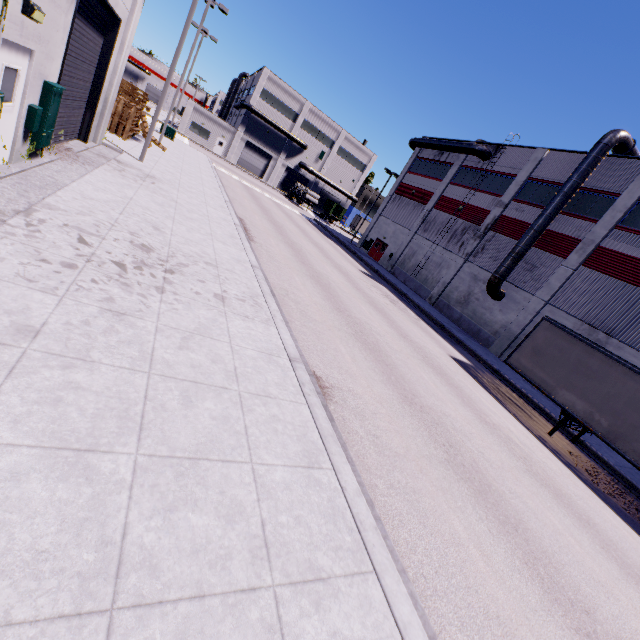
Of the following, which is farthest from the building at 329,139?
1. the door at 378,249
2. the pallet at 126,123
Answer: the pallet at 126,123

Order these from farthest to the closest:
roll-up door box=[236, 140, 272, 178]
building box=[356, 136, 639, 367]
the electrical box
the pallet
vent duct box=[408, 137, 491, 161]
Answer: roll-up door box=[236, 140, 272, 178] < vent duct box=[408, 137, 491, 161] < building box=[356, 136, 639, 367] < the pallet < the electrical box

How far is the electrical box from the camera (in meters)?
7.40

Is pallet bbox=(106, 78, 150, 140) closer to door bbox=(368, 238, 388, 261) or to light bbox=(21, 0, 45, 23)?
light bbox=(21, 0, 45, 23)

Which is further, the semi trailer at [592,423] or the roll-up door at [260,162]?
the roll-up door at [260,162]

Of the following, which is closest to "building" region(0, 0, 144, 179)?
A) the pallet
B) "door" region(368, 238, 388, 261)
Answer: "door" region(368, 238, 388, 261)

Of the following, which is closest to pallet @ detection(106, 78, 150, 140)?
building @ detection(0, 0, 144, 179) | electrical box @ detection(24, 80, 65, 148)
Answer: building @ detection(0, 0, 144, 179)

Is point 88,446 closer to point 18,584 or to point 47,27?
point 18,584
